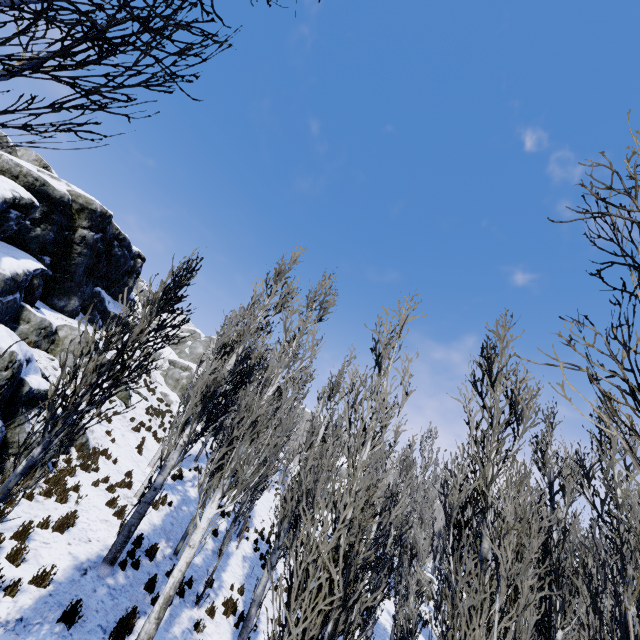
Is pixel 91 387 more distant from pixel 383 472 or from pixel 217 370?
pixel 217 370

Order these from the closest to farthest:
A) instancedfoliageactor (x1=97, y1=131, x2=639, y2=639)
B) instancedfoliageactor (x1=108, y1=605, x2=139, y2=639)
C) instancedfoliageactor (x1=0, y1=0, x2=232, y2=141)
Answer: instancedfoliageactor (x1=0, y1=0, x2=232, y2=141)
instancedfoliageactor (x1=97, y1=131, x2=639, y2=639)
instancedfoliageactor (x1=108, y1=605, x2=139, y2=639)

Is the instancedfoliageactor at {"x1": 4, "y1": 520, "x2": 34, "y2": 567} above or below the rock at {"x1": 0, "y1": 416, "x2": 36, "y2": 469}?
below

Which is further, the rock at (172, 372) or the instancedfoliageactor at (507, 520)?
the rock at (172, 372)

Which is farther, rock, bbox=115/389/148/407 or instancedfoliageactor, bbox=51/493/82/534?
rock, bbox=115/389/148/407

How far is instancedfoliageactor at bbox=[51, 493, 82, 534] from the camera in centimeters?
809cm

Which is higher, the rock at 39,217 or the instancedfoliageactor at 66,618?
the rock at 39,217
